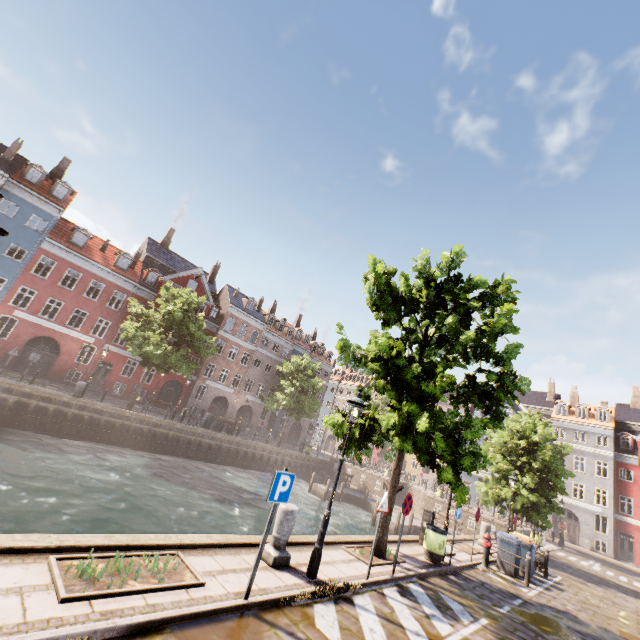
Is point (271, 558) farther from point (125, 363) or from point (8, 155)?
point (8, 155)

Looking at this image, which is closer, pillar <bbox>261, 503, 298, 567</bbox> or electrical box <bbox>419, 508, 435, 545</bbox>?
pillar <bbox>261, 503, 298, 567</bbox>

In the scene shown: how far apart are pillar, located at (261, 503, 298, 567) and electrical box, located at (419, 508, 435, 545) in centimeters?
789cm

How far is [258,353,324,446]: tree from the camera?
34.6 meters

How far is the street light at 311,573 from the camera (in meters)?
6.63

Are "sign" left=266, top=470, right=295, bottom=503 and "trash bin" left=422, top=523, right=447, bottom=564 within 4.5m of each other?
no

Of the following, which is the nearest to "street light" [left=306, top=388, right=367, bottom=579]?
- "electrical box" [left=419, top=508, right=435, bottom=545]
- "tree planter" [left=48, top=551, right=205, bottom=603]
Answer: "tree planter" [left=48, top=551, right=205, bottom=603]

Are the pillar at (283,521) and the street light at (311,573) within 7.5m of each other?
yes
